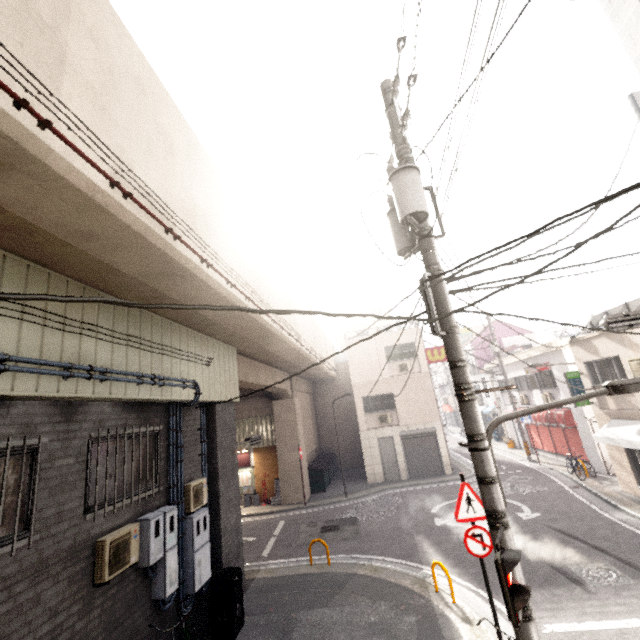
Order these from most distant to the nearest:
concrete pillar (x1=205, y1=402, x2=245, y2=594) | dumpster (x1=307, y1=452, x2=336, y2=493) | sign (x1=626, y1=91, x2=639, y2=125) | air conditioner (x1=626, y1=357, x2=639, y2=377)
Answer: dumpster (x1=307, y1=452, x2=336, y2=493), air conditioner (x1=626, y1=357, x2=639, y2=377), concrete pillar (x1=205, y1=402, x2=245, y2=594), sign (x1=626, y1=91, x2=639, y2=125)

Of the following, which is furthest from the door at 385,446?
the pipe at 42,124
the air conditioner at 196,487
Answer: the pipe at 42,124

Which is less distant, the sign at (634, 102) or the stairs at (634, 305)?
the sign at (634, 102)

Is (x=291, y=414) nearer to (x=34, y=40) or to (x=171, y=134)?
(x=171, y=134)

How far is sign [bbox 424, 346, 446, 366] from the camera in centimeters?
2053cm

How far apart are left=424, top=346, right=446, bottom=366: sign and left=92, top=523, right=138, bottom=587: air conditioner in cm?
1801

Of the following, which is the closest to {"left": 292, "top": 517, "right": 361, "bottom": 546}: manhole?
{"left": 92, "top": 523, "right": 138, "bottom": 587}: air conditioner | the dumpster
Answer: the dumpster

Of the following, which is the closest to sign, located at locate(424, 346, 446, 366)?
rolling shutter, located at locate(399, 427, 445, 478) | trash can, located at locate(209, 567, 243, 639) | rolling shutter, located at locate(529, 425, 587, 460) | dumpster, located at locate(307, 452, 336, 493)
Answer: rolling shutter, located at locate(399, 427, 445, 478)
